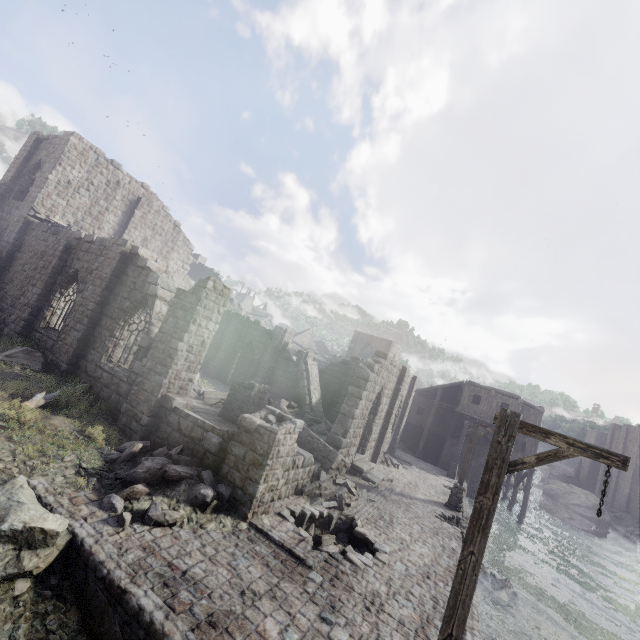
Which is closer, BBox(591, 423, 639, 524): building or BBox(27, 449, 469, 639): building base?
BBox(27, 449, 469, 639): building base

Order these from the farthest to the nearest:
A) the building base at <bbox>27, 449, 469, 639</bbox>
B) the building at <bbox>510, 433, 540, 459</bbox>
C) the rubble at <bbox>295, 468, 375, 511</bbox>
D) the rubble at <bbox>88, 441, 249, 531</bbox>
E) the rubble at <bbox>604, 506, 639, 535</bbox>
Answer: the rubble at <bbox>604, 506, 639, 535</bbox> → the building at <bbox>510, 433, 540, 459</bbox> → the rubble at <bbox>295, 468, 375, 511</bbox> → the rubble at <bbox>88, 441, 249, 531</bbox> → the building base at <bbox>27, 449, 469, 639</bbox>

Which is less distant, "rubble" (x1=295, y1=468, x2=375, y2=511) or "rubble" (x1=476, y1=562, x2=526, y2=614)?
"rubble" (x1=295, y1=468, x2=375, y2=511)

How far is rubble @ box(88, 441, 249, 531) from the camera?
7.0 meters

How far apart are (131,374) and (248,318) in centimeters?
1672cm

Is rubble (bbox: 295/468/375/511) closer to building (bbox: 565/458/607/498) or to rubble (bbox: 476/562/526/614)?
building (bbox: 565/458/607/498)

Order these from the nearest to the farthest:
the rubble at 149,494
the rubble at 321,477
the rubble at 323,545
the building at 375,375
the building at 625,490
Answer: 1. the rubble at 149,494
2. the rubble at 323,545
3. the building at 375,375
4. the rubble at 321,477
5. the building at 625,490

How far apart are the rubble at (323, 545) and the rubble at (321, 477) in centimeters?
104cm
